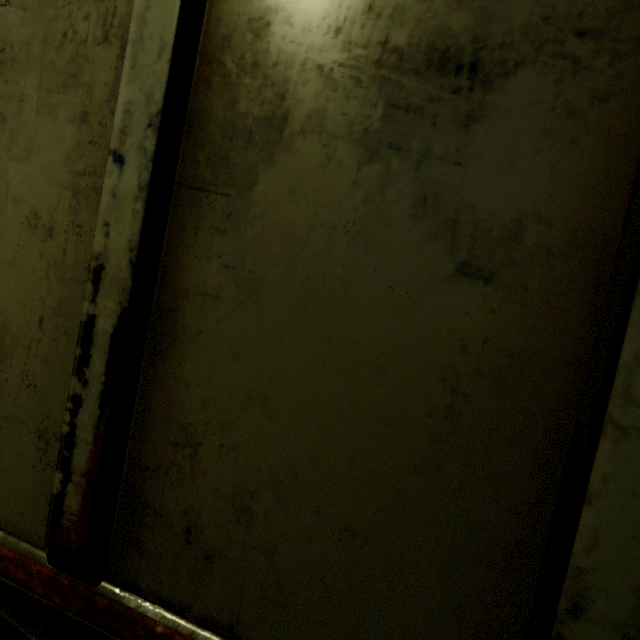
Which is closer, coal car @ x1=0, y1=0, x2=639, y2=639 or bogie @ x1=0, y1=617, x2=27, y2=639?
coal car @ x1=0, y1=0, x2=639, y2=639

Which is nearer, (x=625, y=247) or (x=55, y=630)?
(x=625, y=247)

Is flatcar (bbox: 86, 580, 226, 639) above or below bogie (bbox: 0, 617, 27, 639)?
above

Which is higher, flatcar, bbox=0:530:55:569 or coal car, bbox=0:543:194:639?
flatcar, bbox=0:530:55:569

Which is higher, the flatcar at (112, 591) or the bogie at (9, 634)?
the flatcar at (112, 591)

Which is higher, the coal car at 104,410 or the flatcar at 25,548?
the coal car at 104,410
